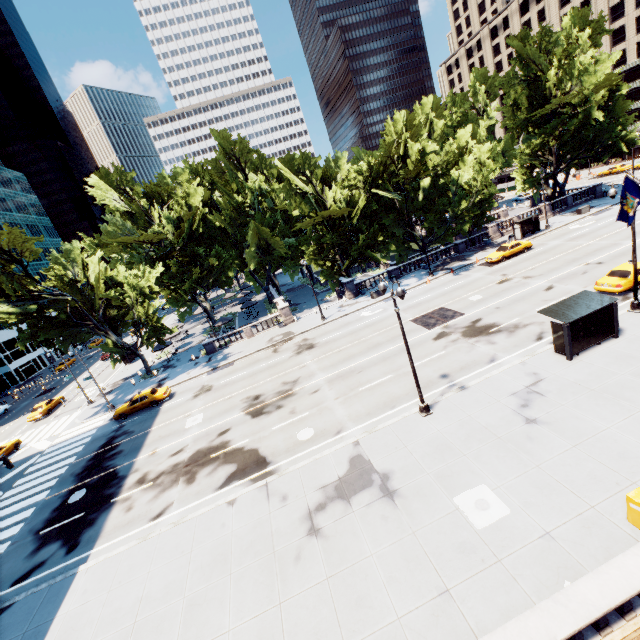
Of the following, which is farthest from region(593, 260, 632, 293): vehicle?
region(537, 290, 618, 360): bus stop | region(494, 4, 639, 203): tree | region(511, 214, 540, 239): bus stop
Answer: region(511, 214, 540, 239): bus stop

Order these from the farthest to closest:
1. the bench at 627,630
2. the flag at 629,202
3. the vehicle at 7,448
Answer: the vehicle at 7,448
the flag at 629,202
the bench at 627,630

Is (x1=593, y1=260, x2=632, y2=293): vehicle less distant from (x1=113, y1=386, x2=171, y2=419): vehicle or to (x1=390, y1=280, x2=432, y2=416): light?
(x1=390, y1=280, x2=432, y2=416): light

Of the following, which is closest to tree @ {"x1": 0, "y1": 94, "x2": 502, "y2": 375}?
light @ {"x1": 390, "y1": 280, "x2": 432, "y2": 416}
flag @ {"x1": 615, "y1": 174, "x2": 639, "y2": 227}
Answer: flag @ {"x1": 615, "y1": 174, "x2": 639, "y2": 227}

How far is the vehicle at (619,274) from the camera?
21.0m

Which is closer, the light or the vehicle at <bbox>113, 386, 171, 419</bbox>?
the light

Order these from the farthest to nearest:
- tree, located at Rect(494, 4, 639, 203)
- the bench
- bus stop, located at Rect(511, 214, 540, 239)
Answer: bus stop, located at Rect(511, 214, 540, 239) < tree, located at Rect(494, 4, 639, 203) < the bench

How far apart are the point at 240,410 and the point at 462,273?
28.58m
